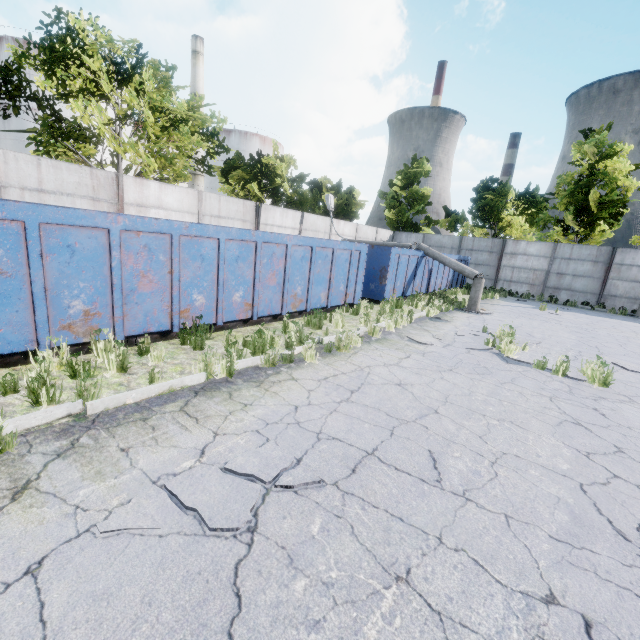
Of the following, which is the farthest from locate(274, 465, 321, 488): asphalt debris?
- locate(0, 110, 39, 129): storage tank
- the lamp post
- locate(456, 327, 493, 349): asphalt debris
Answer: locate(0, 110, 39, 129): storage tank

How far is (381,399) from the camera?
4.9m

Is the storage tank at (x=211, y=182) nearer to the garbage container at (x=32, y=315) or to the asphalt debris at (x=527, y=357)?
the garbage container at (x=32, y=315)

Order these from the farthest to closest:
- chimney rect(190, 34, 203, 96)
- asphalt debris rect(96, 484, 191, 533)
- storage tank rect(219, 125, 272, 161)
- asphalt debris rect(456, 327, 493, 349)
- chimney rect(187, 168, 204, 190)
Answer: storage tank rect(219, 125, 272, 161), chimney rect(187, 168, 204, 190), chimney rect(190, 34, 203, 96), asphalt debris rect(456, 327, 493, 349), asphalt debris rect(96, 484, 191, 533)

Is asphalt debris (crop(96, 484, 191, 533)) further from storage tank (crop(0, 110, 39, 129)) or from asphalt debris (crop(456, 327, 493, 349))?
storage tank (crop(0, 110, 39, 129))

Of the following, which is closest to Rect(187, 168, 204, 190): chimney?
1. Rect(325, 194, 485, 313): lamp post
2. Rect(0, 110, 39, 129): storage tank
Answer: Rect(0, 110, 39, 129): storage tank

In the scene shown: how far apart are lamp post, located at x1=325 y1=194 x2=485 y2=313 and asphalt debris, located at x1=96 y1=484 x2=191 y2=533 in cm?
1249

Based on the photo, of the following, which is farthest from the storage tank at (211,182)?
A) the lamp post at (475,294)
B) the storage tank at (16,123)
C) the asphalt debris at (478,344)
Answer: the asphalt debris at (478,344)
